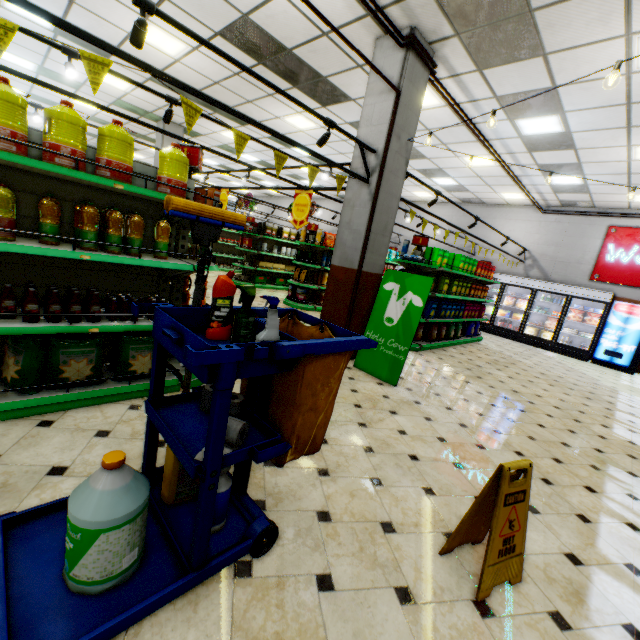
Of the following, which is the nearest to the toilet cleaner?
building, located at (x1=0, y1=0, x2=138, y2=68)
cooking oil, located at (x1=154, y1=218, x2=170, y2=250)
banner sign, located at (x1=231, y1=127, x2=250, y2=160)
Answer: building, located at (x1=0, y1=0, x2=138, y2=68)

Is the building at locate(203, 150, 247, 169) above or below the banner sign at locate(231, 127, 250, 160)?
above

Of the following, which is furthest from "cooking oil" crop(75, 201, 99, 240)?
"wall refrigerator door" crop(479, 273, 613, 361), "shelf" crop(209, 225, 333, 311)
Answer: "wall refrigerator door" crop(479, 273, 613, 361)

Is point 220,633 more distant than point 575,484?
No

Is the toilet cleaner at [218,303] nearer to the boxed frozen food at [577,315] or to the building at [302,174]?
the building at [302,174]

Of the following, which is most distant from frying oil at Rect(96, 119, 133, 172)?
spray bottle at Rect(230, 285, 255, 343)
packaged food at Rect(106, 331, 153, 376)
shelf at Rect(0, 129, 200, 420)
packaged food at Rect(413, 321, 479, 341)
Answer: packaged food at Rect(413, 321, 479, 341)

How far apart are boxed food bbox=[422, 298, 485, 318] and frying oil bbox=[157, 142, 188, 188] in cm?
618

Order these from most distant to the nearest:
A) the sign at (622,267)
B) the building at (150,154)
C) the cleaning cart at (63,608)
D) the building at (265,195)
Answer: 1. the building at (265,195)
2. the building at (150,154)
3. the sign at (622,267)
4. the cleaning cart at (63,608)
